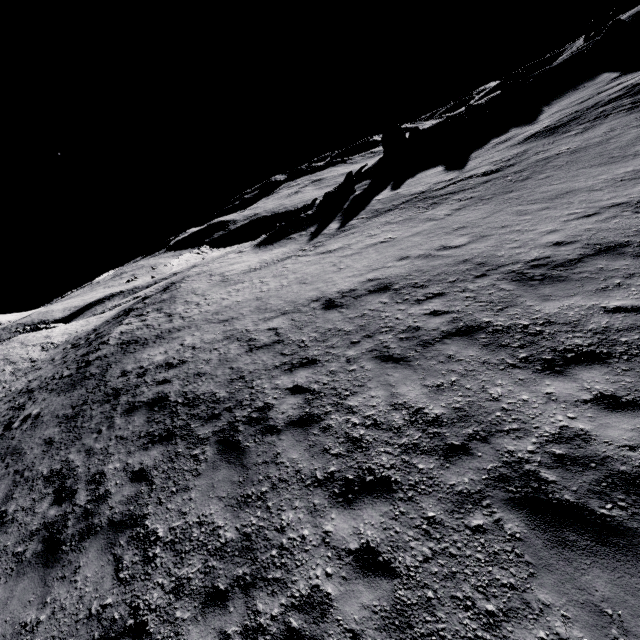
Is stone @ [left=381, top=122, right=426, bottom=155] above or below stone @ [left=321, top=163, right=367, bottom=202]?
above

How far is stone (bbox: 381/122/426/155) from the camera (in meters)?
40.34

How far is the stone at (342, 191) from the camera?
33.66m

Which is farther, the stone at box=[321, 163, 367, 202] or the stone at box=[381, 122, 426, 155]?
the stone at box=[381, 122, 426, 155]

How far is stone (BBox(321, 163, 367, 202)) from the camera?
33.7m

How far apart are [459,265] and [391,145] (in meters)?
39.40

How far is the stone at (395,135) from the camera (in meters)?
40.34
